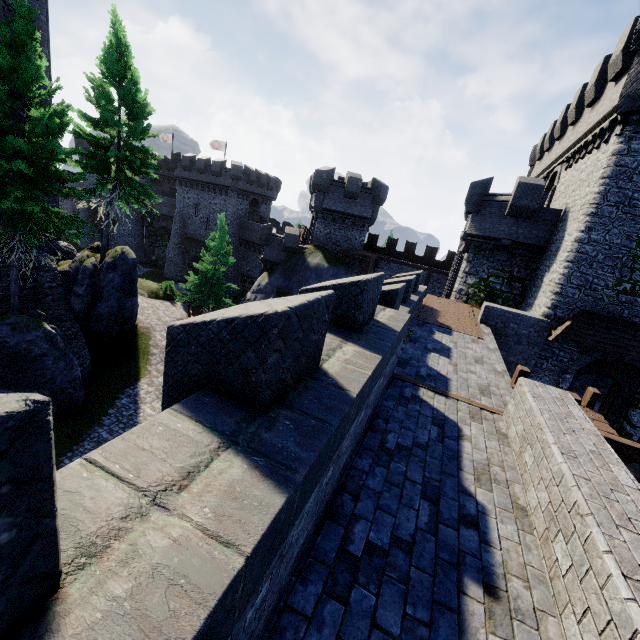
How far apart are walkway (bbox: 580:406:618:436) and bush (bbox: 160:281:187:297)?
32.6 meters

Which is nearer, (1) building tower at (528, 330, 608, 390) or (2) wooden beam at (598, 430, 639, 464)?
(2) wooden beam at (598, 430, 639, 464)

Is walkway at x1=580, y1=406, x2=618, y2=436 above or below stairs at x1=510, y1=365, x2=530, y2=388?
below

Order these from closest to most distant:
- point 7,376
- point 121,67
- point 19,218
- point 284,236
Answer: point 19,218
point 7,376
point 121,67
point 284,236

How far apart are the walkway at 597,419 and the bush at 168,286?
32.6 meters

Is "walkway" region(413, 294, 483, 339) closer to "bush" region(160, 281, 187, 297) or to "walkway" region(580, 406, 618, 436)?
"walkway" region(580, 406, 618, 436)

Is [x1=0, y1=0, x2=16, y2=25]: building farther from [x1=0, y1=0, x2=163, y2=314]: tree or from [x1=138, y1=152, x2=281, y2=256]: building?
[x1=138, y1=152, x2=281, y2=256]: building

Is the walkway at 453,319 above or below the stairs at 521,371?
below
